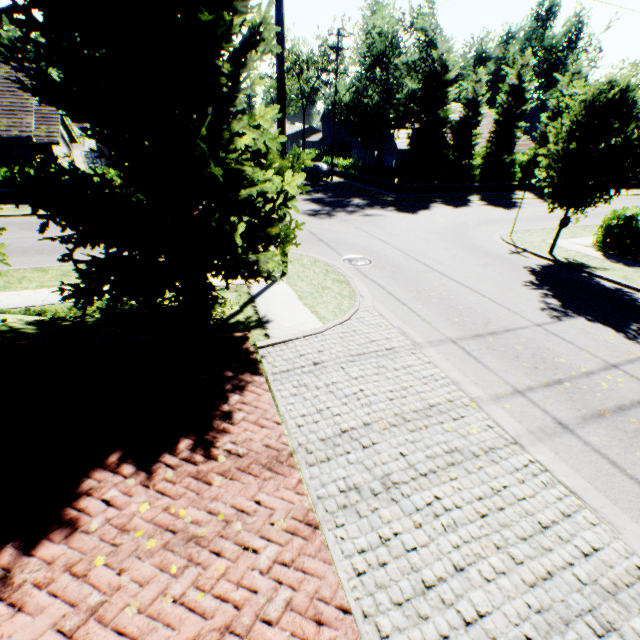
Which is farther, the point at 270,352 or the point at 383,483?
the point at 270,352

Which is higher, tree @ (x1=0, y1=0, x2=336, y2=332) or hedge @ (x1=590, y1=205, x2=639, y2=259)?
tree @ (x1=0, y1=0, x2=336, y2=332)

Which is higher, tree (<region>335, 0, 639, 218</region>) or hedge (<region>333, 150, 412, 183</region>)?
tree (<region>335, 0, 639, 218</region>)

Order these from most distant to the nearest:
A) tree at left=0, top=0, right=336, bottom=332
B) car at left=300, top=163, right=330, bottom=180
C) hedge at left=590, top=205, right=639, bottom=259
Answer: car at left=300, top=163, right=330, bottom=180, hedge at left=590, top=205, right=639, bottom=259, tree at left=0, top=0, right=336, bottom=332

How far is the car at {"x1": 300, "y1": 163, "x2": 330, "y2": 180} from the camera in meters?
33.3 m

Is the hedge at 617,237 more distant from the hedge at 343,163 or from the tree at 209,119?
the hedge at 343,163

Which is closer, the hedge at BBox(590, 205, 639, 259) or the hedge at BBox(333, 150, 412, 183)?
the hedge at BBox(590, 205, 639, 259)

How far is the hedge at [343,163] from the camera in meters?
27.6 m
